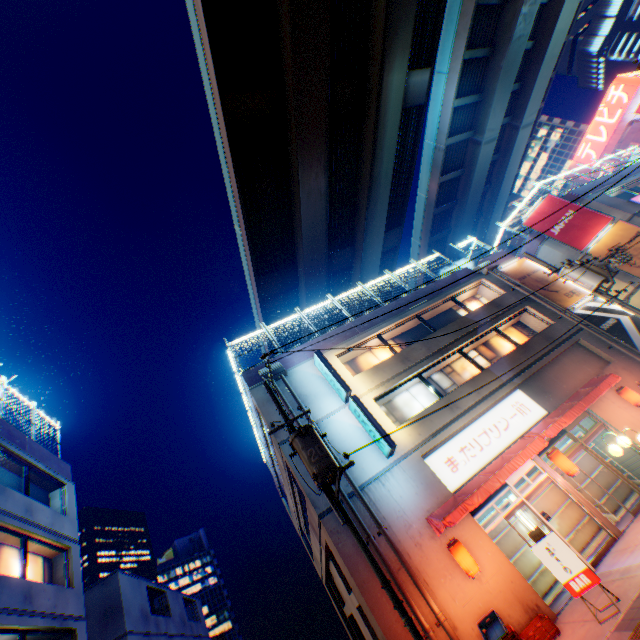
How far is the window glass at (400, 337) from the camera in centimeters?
1778cm

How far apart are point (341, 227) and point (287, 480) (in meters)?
22.86

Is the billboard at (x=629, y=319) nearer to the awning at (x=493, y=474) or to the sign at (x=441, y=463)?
the awning at (x=493, y=474)

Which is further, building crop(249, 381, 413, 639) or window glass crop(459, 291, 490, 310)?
window glass crop(459, 291, 490, 310)

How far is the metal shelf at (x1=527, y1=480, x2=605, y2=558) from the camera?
11.68m

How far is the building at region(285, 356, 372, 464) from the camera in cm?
1274

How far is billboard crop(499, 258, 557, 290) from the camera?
19.38m

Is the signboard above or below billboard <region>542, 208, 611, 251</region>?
above
